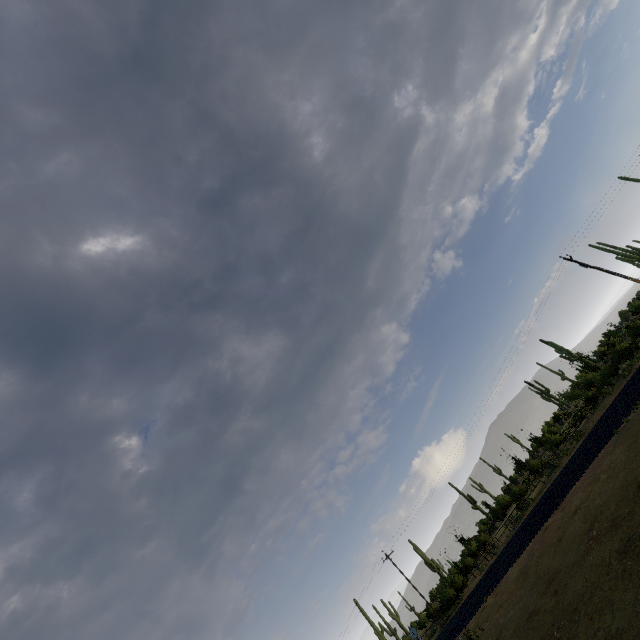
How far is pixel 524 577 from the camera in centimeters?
1652cm
